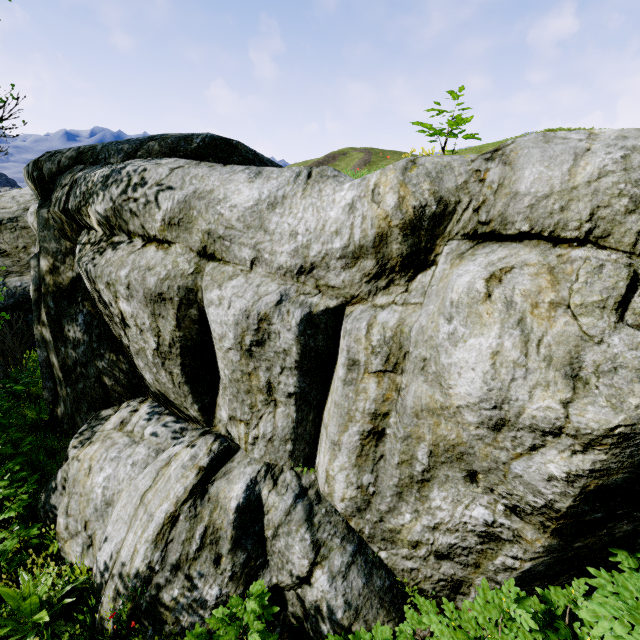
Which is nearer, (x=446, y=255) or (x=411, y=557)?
(x=446, y=255)
